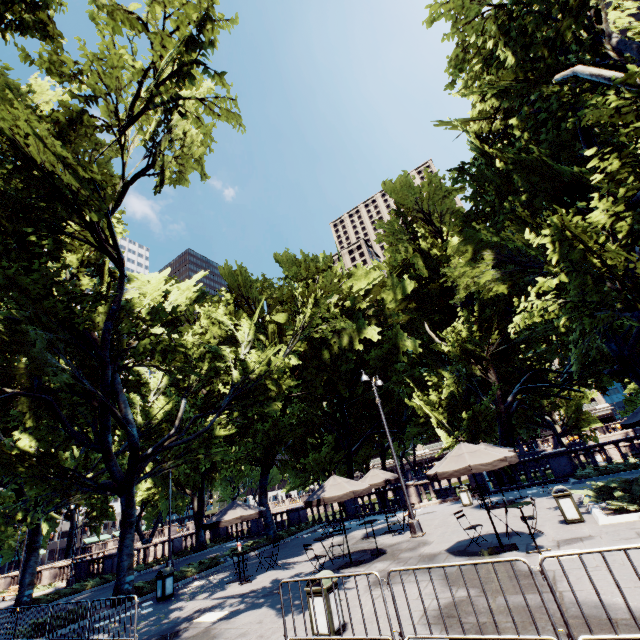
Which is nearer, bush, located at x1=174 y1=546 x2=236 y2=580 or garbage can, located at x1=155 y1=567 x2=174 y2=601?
garbage can, located at x1=155 y1=567 x2=174 y2=601

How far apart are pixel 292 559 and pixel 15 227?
19.15m

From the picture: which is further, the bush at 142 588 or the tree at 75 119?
the bush at 142 588

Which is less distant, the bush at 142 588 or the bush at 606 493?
the bush at 606 493

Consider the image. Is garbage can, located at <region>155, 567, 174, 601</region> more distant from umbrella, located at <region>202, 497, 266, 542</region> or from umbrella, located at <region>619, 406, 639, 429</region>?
umbrella, located at <region>619, 406, 639, 429</region>

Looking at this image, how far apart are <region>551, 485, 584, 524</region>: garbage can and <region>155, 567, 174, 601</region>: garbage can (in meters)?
15.29

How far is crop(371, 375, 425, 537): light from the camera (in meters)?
13.84

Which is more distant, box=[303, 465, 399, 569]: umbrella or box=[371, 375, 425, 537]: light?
box=[371, 375, 425, 537]: light
